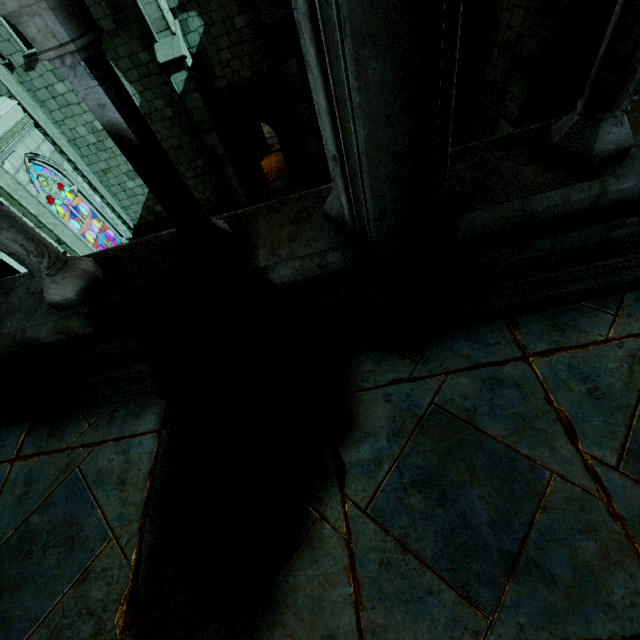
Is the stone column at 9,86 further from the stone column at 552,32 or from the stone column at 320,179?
the stone column at 552,32

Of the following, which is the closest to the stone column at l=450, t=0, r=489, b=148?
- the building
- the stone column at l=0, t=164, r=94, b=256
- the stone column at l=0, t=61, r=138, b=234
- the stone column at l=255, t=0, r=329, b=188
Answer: the stone column at l=255, t=0, r=329, b=188

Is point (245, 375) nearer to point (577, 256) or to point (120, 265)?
point (120, 265)

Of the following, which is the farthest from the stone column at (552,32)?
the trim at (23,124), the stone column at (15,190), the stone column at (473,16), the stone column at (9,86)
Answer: the stone column at (9,86)

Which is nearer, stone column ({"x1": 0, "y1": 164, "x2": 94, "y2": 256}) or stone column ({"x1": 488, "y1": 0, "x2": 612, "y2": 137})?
stone column ({"x1": 488, "y1": 0, "x2": 612, "y2": 137})

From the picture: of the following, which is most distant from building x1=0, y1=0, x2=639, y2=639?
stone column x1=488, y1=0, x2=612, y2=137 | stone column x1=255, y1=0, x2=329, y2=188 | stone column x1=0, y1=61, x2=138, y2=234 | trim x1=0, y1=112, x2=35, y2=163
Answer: stone column x1=255, y1=0, x2=329, y2=188

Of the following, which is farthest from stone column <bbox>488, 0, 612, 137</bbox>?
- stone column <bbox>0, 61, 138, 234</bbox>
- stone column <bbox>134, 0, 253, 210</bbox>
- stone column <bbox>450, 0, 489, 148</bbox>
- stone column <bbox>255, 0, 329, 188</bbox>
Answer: stone column <bbox>0, 61, 138, 234</bbox>

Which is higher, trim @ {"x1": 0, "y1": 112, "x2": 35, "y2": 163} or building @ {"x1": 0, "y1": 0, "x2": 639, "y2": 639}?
building @ {"x1": 0, "y1": 0, "x2": 639, "y2": 639}
